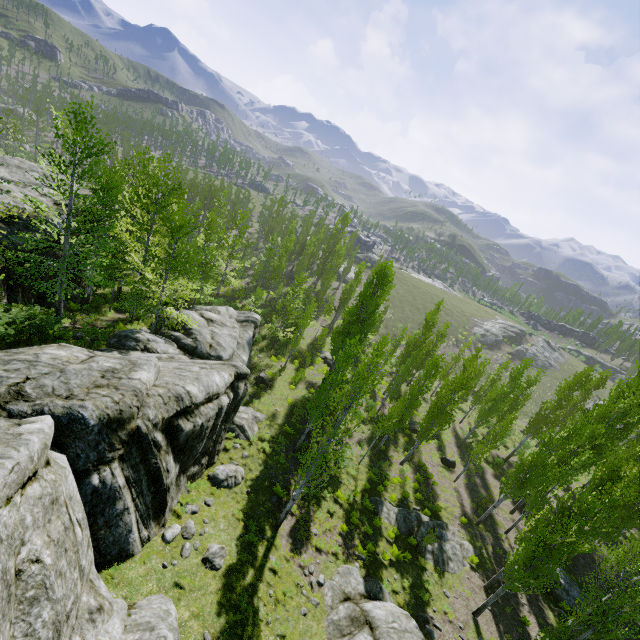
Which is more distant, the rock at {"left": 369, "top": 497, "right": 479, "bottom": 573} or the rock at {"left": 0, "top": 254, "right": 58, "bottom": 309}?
the rock at {"left": 369, "top": 497, "right": 479, "bottom": 573}

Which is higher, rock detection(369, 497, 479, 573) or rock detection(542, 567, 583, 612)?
rock detection(542, 567, 583, 612)

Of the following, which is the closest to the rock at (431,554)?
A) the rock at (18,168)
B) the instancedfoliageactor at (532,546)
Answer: the instancedfoliageactor at (532,546)

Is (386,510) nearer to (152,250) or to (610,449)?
(610,449)

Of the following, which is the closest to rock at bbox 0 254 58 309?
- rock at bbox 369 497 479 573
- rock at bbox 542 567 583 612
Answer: rock at bbox 369 497 479 573

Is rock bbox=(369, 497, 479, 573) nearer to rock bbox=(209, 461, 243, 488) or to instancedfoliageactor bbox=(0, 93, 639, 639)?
instancedfoliageactor bbox=(0, 93, 639, 639)

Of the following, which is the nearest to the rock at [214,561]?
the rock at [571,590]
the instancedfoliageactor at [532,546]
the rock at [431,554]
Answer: the instancedfoliageactor at [532,546]

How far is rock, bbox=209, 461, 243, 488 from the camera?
16.4 meters
